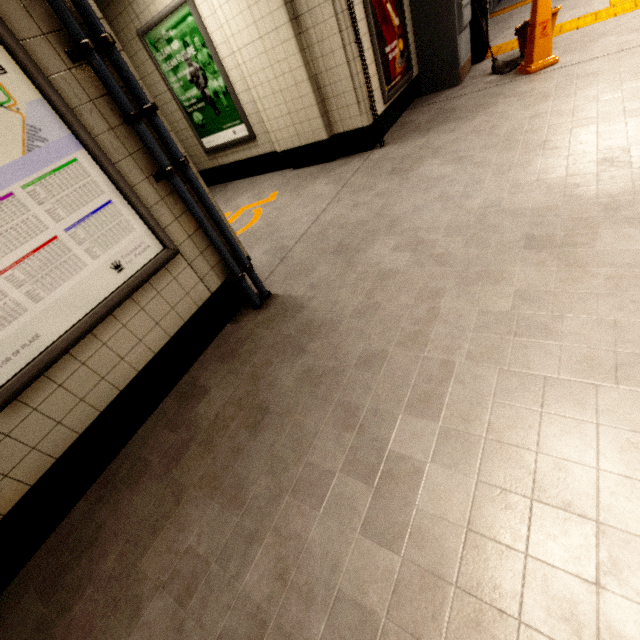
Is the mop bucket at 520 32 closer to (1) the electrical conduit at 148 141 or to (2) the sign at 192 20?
(2) the sign at 192 20

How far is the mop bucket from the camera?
4.7 meters

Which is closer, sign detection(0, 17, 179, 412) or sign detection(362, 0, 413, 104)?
sign detection(0, 17, 179, 412)

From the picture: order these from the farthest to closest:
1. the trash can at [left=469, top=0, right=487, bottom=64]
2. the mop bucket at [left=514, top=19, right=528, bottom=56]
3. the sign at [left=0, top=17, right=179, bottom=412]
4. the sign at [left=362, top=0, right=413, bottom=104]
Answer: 1. the trash can at [left=469, top=0, right=487, bottom=64]
2. the mop bucket at [left=514, top=19, right=528, bottom=56]
3. the sign at [left=362, top=0, right=413, bottom=104]
4. the sign at [left=0, top=17, right=179, bottom=412]

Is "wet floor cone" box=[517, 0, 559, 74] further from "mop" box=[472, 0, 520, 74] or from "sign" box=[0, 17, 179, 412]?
"sign" box=[0, 17, 179, 412]

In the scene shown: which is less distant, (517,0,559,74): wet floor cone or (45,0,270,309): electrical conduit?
(45,0,270,309): electrical conduit

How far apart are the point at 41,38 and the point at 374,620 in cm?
289

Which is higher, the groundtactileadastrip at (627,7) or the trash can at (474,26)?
the trash can at (474,26)
